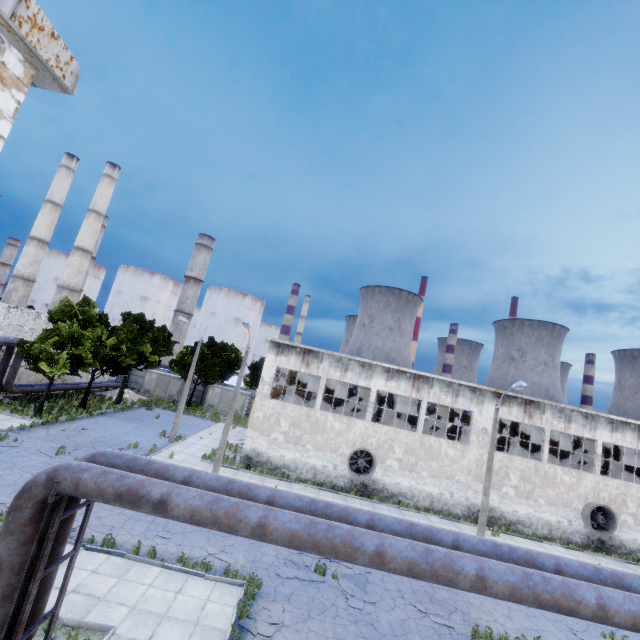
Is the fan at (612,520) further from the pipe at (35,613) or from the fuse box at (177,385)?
the fuse box at (177,385)

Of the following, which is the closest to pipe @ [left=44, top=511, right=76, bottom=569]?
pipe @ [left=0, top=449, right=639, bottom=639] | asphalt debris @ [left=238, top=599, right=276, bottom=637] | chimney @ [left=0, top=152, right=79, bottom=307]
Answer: pipe @ [left=0, top=449, right=639, bottom=639]

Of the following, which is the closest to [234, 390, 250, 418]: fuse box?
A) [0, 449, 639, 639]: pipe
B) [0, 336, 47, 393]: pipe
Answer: [0, 336, 47, 393]: pipe

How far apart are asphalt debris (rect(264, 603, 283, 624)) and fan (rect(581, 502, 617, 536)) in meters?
24.6

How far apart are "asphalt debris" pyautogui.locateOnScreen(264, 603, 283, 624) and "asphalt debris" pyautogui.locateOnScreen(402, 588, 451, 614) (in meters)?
5.34

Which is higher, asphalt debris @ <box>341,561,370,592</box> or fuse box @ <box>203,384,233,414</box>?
fuse box @ <box>203,384,233,414</box>

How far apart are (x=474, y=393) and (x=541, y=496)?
8.9m

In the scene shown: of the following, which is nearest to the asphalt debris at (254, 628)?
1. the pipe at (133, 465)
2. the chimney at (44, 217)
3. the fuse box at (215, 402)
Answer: the pipe at (133, 465)
